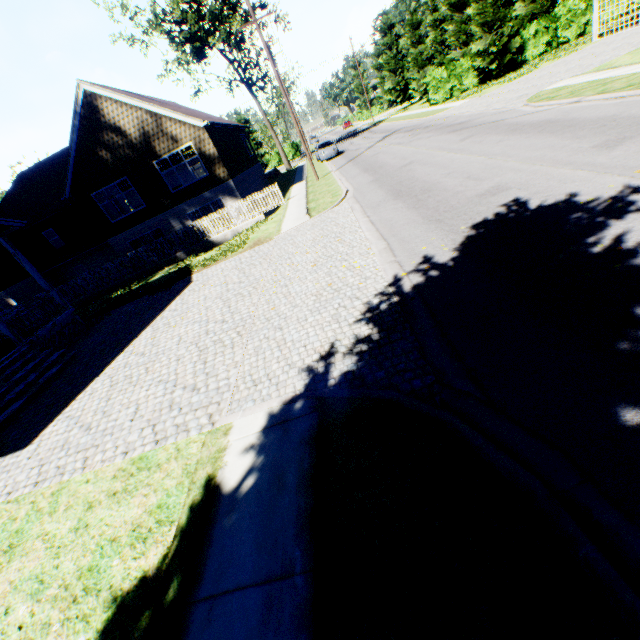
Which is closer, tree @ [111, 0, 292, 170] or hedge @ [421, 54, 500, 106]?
tree @ [111, 0, 292, 170]

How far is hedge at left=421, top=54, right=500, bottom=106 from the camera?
31.0 meters

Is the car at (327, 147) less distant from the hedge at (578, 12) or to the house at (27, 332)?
the hedge at (578, 12)

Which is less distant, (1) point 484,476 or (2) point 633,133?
(1) point 484,476

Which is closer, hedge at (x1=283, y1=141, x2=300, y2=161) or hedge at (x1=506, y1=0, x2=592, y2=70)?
hedge at (x1=506, y1=0, x2=592, y2=70)

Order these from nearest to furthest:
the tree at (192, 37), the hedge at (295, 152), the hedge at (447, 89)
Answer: the tree at (192, 37)
the hedge at (447, 89)
the hedge at (295, 152)

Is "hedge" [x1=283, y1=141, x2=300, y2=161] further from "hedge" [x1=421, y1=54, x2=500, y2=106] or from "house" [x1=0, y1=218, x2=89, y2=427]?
"house" [x1=0, y1=218, x2=89, y2=427]

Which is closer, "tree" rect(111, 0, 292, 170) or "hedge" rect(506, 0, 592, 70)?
"hedge" rect(506, 0, 592, 70)
